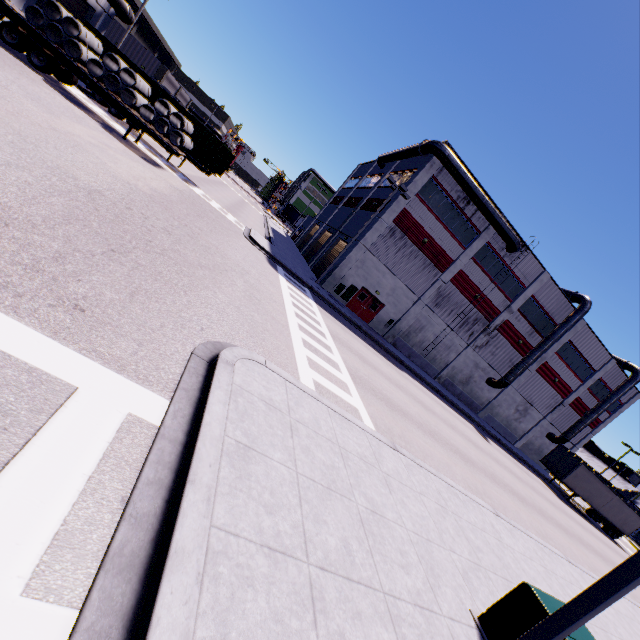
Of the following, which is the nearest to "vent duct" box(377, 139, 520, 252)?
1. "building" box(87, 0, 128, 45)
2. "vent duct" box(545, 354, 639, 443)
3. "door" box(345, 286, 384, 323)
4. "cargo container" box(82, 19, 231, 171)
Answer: "building" box(87, 0, 128, 45)

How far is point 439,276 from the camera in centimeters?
2919cm

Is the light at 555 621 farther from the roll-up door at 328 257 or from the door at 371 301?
the door at 371 301

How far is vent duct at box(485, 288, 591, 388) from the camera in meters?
31.4

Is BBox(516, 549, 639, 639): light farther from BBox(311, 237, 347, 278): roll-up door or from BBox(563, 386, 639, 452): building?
BBox(563, 386, 639, 452): building

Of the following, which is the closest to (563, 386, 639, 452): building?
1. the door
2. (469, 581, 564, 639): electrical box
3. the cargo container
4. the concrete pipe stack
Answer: the door

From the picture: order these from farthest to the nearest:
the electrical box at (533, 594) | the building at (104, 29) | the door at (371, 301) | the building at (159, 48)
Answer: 1. the building at (159, 48)
2. the door at (371, 301)
3. the building at (104, 29)
4. the electrical box at (533, 594)

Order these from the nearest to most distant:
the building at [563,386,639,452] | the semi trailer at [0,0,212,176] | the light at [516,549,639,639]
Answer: the light at [516,549,639,639]
the semi trailer at [0,0,212,176]
the building at [563,386,639,452]
